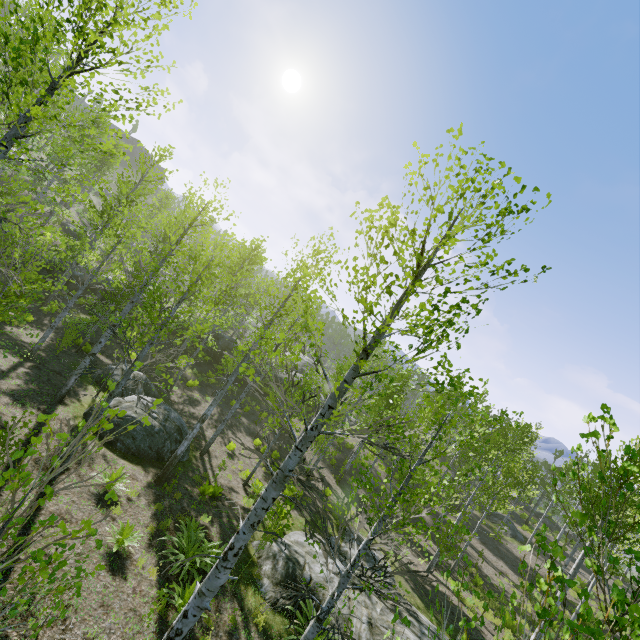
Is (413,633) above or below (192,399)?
above

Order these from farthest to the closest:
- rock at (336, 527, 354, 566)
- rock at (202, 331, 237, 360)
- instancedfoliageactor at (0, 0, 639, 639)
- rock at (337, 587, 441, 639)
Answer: rock at (202, 331, 237, 360) → rock at (336, 527, 354, 566) → rock at (337, 587, 441, 639) → instancedfoliageactor at (0, 0, 639, 639)

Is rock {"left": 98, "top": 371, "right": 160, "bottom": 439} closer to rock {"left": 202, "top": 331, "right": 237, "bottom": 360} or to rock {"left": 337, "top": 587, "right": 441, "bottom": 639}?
rock {"left": 337, "top": 587, "right": 441, "bottom": 639}

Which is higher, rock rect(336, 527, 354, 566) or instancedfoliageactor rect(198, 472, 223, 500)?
rock rect(336, 527, 354, 566)

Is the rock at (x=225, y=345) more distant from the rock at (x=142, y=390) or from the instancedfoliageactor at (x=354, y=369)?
the rock at (x=142, y=390)

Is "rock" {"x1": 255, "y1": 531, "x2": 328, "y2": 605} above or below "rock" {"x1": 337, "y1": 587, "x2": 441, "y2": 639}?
below

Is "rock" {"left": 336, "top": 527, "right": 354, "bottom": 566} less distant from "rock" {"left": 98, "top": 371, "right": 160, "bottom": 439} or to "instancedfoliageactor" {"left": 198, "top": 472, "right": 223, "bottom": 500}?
"instancedfoliageactor" {"left": 198, "top": 472, "right": 223, "bottom": 500}
